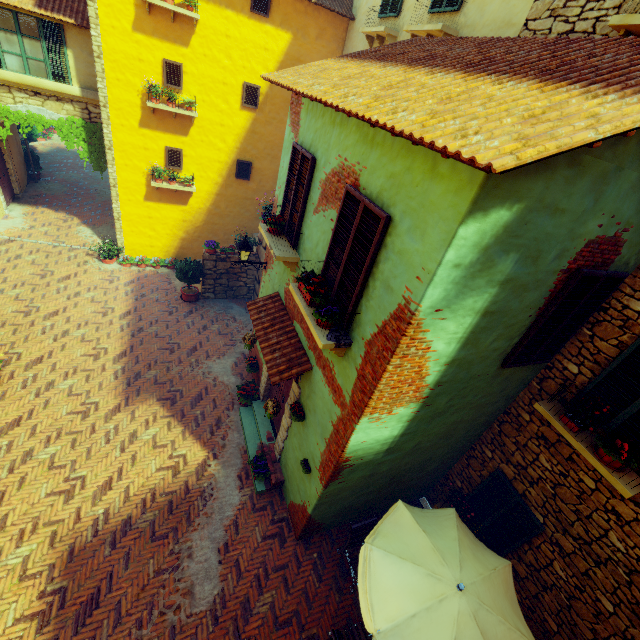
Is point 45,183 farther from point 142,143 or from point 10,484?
point 10,484

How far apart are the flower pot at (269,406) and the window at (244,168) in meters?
9.9

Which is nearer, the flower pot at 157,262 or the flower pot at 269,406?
the flower pot at 269,406

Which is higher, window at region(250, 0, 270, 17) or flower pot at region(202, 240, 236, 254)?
window at region(250, 0, 270, 17)

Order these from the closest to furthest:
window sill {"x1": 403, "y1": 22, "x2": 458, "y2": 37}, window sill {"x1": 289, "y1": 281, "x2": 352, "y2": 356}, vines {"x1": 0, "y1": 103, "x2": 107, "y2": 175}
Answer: window sill {"x1": 289, "y1": 281, "x2": 352, "y2": 356}
window sill {"x1": 403, "y1": 22, "x2": 458, "y2": 37}
vines {"x1": 0, "y1": 103, "x2": 107, "y2": 175}

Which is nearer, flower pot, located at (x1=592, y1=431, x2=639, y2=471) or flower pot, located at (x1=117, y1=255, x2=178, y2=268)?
flower pot, located at (x1=592, y1=431, x2=639, y2=471)

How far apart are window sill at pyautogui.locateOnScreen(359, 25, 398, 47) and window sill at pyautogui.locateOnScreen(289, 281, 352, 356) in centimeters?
800cm

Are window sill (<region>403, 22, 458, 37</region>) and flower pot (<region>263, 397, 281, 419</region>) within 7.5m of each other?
no
